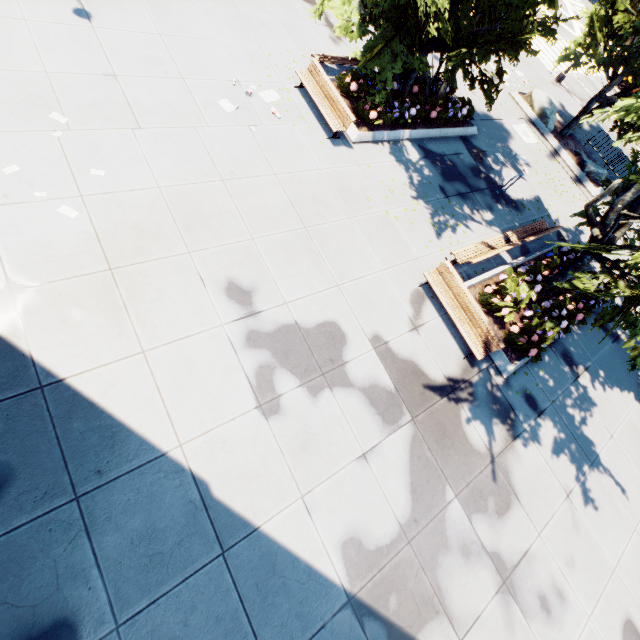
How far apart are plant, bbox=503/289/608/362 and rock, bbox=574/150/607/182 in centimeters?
1289cm

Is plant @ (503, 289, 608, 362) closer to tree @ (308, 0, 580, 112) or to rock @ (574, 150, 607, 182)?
tree @ (308, 0, 580, 112)

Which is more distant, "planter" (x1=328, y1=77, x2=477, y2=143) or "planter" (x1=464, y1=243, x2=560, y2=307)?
"planter" (x1=328, y1=77, x2=477, y2=143)

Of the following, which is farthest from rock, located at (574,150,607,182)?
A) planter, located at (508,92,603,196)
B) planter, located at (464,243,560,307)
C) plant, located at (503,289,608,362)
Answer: plant, located at (503,289,608,362)

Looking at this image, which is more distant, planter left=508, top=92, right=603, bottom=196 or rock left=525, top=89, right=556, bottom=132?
rock left=525, top=89, right=556, bottom=132

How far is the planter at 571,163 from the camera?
17.8 meters

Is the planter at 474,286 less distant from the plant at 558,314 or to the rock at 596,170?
the plant at 558,314

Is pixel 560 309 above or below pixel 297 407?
above
